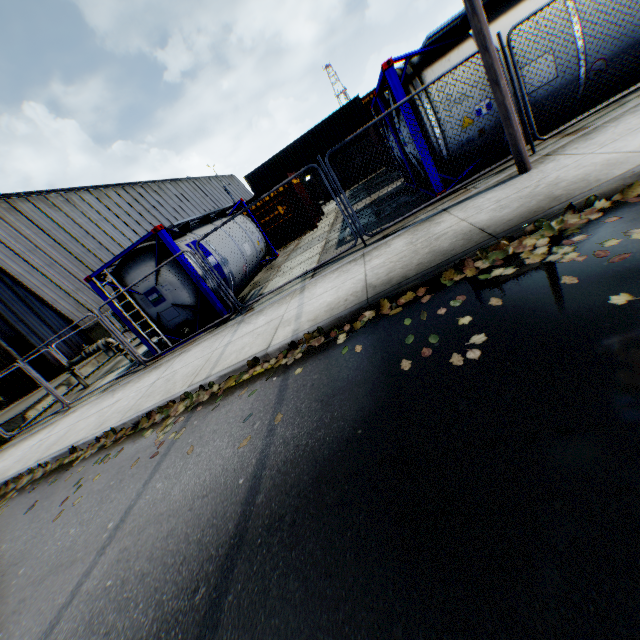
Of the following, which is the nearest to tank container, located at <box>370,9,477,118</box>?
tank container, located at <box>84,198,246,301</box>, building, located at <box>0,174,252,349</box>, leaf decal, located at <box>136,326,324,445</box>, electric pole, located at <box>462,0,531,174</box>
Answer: electric pole, located at <box>462,0,531,174</box>

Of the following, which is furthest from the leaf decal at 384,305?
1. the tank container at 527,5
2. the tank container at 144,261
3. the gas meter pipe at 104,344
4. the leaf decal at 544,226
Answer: the gas meter pipe at 104,344

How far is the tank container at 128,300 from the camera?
8.9 meters

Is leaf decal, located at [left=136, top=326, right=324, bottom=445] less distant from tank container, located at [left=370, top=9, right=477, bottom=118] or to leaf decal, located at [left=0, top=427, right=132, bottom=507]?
leaf decal, located at [left=0, top=427, right=132, bottom=507]

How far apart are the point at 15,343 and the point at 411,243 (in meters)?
26.12

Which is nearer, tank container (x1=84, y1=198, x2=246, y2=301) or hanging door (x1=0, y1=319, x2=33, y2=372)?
tank container (x1=84, y1=198, x2=246, y2=301)

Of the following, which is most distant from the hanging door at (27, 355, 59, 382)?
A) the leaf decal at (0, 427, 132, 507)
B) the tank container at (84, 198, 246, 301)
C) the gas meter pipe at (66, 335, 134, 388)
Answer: the leaf decal at (0, 427, 132, 507)

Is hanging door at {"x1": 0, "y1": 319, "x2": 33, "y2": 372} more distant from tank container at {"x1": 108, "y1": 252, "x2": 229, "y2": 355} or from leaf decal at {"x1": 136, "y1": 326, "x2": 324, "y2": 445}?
leaf decal at {"x1": 136, "y1": 326, "x2": 324, "y2": 445}
